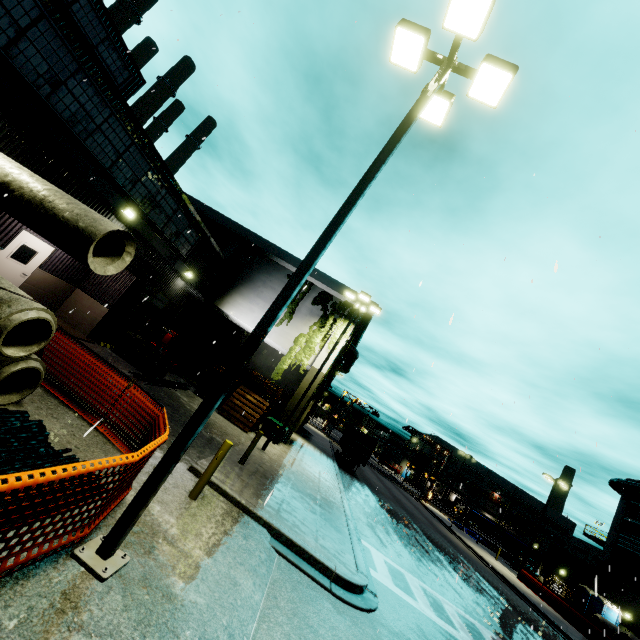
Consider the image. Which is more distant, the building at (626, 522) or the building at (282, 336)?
the building at (626, 522)

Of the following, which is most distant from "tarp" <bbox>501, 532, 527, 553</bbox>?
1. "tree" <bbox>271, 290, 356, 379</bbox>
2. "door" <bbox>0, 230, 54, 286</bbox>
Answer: "door" <bbox>0, 230, 54, 286</bbox>

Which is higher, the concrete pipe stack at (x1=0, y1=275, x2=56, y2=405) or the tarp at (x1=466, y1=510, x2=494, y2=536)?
the tarp at (x1=466, y1=510, x2=494, y2=536)

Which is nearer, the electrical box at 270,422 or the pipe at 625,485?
the electrical box at 270,422

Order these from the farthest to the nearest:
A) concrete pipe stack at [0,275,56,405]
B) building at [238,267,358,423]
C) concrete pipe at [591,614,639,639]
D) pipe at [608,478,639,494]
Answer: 1. pipe at [608,478,639,494]
2. concrete pipe at [591,614,639,639]
3. building at [238,267,358,423]
4. concrete pipe stack at [0,275,56,405]

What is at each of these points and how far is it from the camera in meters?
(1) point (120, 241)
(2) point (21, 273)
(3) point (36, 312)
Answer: (1) concrete pipe, 7.0 m
(2) door, 12.5 m
(3) concrete pipe stack, 5.5 m

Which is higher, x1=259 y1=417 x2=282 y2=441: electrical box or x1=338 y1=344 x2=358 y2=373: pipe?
x1=338 y1=344 x2=358 y2=373: pipe

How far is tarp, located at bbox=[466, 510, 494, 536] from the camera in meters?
47.9
